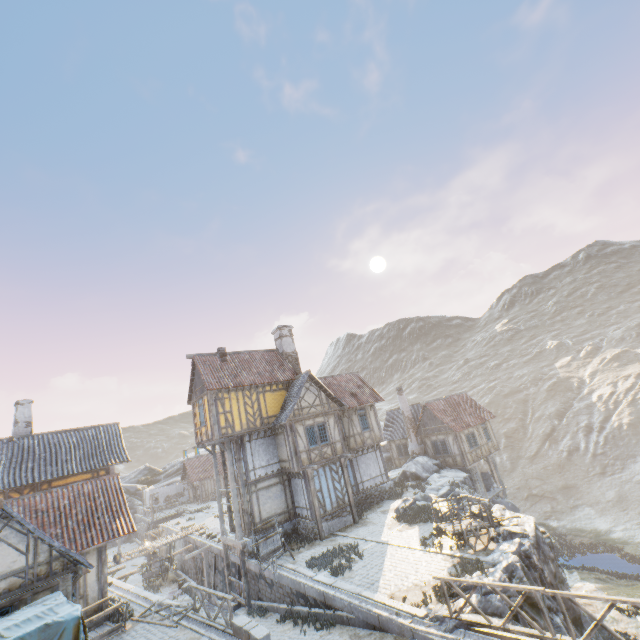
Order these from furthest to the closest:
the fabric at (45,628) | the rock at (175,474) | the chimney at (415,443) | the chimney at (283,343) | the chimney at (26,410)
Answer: the rock at (175,474)
the chimney at (415,443)
the chimney at (283,343)
the chimney at (26,410)
the fabric at (45,628)

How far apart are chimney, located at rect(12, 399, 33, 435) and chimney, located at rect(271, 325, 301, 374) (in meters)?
16.88

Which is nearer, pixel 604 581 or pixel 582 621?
pixel 582 621

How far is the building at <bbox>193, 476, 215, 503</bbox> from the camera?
44.0 meters

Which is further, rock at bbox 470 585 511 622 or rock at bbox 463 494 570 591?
rock at bbox 463 494 570 591

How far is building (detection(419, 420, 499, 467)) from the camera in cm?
2858

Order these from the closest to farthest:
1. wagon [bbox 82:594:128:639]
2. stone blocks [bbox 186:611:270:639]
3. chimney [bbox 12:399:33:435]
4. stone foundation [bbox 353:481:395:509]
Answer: stone blocks [bbox 186:611:270:639] → wagon [bbox 82:594:128:639] → chimney [bbox 12:399:33:435] → stone foundation [bbox 353:481:395:509]

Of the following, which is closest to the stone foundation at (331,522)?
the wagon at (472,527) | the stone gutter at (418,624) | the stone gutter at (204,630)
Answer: the stone gutter at (418,624)
